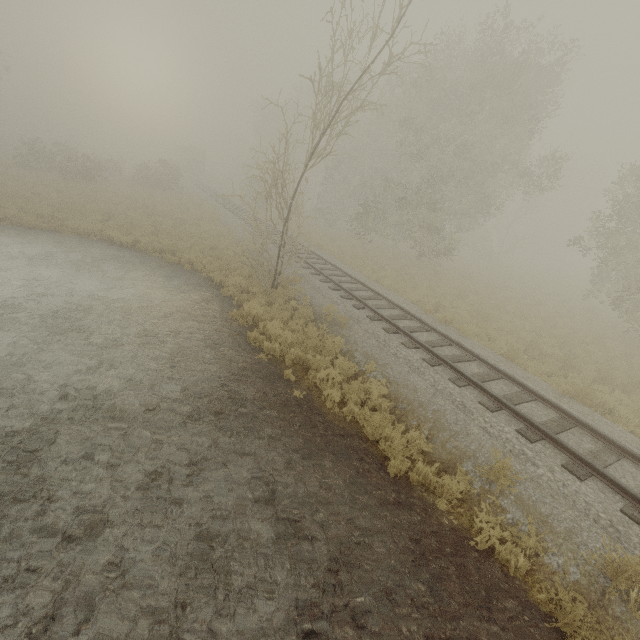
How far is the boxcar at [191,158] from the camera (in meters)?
52.81

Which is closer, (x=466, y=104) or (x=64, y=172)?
(x=466, y=104)

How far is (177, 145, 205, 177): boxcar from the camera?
52.8 meters
